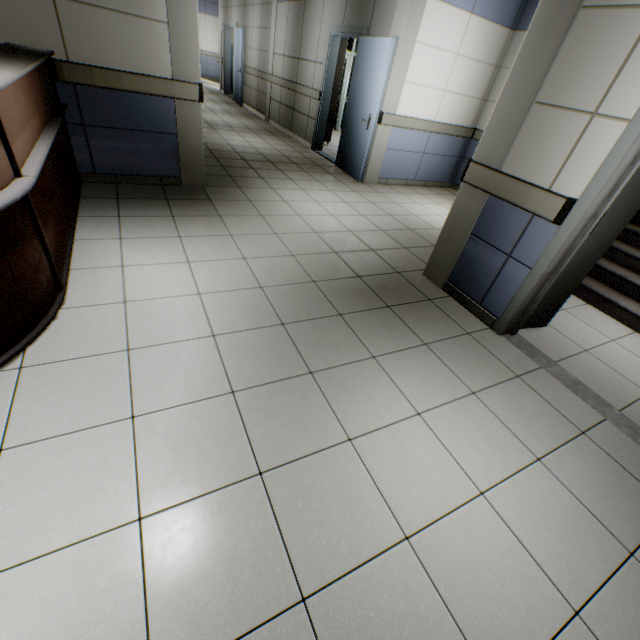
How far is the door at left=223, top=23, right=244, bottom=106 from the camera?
10.1 meters

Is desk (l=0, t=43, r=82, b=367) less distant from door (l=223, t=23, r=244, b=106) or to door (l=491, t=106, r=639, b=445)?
door (l=491, t=106, r=639, b=445)

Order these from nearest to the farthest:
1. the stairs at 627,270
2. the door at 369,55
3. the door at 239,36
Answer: the stairs at 627,270, the door at 369,55, the door at 239,36

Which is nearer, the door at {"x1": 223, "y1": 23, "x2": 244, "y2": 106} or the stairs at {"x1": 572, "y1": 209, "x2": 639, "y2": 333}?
the stairs at {"x1": 572, "y1": 209, "x2": 639, "y2": 333}

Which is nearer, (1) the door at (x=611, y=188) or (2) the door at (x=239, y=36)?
(1) the door at (x=611, y=188)

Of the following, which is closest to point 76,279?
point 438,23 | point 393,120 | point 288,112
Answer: point 393,120

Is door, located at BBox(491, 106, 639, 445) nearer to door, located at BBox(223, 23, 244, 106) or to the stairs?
the stairs

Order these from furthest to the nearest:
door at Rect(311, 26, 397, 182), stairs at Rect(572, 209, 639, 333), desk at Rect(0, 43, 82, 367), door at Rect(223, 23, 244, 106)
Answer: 1. door at Rect(223, 23, 244, 106)
2. door at Rect(311, 26, 397, 182)
3. stairs at Rect(572, 209, 639, 333)
4. desk at Rect(0, 43, 82, 367)
